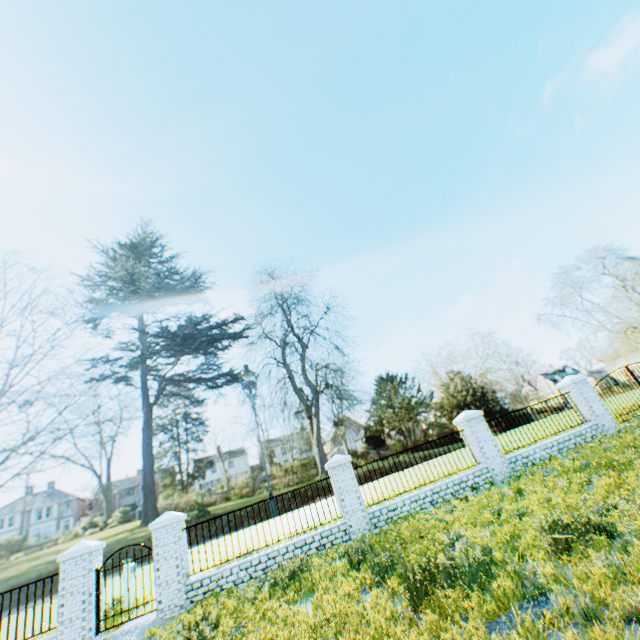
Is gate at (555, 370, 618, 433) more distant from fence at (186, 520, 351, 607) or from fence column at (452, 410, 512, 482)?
fence at (186, 520, 351, 607)

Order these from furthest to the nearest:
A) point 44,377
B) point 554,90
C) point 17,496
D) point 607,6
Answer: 1. point 44,377
2. point 17,496
3. point 554,90
4. point 607,6

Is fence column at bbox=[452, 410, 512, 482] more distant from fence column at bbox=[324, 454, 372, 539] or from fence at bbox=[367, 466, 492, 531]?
fence column at bbox=[324, 454, 372, 539]

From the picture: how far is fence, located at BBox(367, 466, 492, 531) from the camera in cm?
1031

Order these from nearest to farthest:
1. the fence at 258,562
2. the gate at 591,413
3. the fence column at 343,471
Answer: the fence at 258,562, the fence column at 343,471, the gate at 591,413

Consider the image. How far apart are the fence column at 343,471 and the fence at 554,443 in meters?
5.4 m

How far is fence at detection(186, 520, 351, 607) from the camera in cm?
905

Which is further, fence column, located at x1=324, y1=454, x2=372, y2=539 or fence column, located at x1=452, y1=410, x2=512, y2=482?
fence column, located at x1=452, y1=410, x2=512, y2=482
